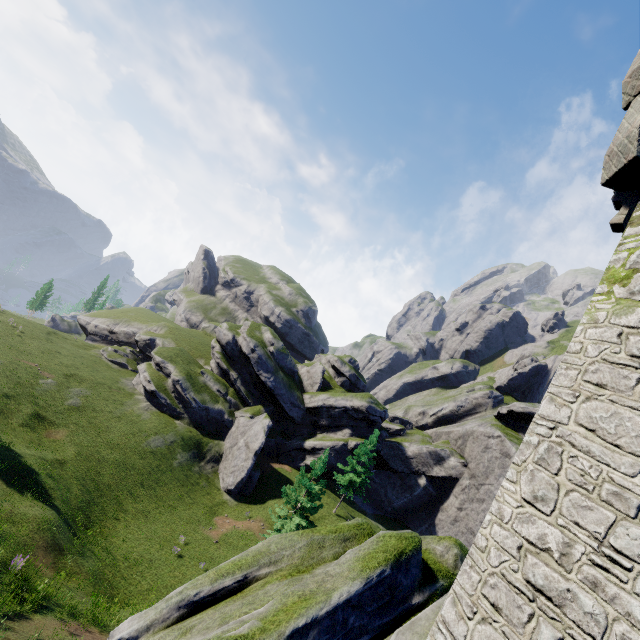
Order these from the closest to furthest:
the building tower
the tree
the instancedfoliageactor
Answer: the building tower → the instancedfoliageactor → the tree

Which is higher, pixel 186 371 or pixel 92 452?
pixel 186 371

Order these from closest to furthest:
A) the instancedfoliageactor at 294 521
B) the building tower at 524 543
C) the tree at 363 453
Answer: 1. the building tower at 524 543
2. the instancedfoliageactor at 294 521
3. the tree at 363 453

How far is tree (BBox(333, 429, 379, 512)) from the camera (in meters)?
35.62

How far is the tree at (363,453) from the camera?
35.62m

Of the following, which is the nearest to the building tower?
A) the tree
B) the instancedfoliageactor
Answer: the instancedfoliageactor

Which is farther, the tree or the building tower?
the tree

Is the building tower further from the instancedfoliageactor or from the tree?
the tree
